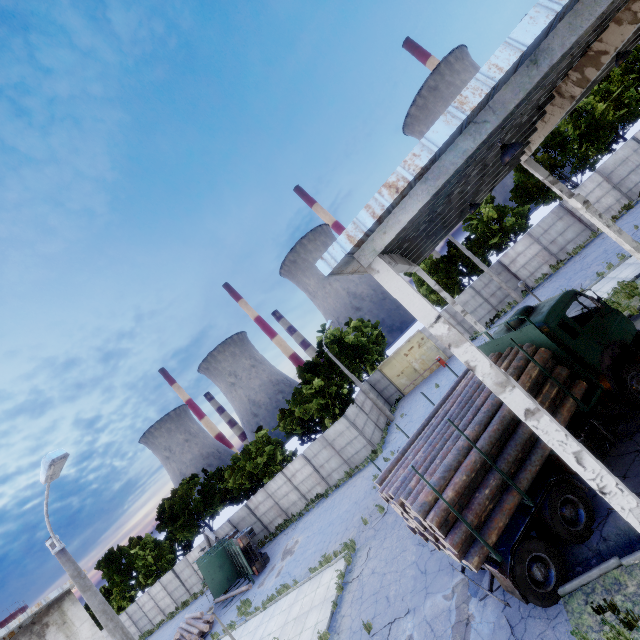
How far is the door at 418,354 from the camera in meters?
30.9 m

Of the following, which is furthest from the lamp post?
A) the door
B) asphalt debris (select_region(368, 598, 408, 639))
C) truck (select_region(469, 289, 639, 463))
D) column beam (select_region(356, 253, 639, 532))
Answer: the door

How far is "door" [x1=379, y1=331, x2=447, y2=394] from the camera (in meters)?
30.88

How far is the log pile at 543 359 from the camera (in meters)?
8.41

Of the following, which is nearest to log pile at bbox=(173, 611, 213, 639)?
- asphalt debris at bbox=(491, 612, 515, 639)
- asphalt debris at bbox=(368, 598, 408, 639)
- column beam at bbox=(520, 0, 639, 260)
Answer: asphalt debris at bbox=(368, 598, 408, 639)

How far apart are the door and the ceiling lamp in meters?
24.6

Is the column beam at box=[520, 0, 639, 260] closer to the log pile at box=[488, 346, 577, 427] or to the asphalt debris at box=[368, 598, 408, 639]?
the log pile at box=[488, 346, 577, 427]

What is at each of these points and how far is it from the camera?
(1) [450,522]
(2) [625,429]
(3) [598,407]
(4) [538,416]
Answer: →
(1) log pile, 7.0m
(2) asphalt debris, 9.0m
(3) truck, 9.0m
(4) column beam, 4.8m
